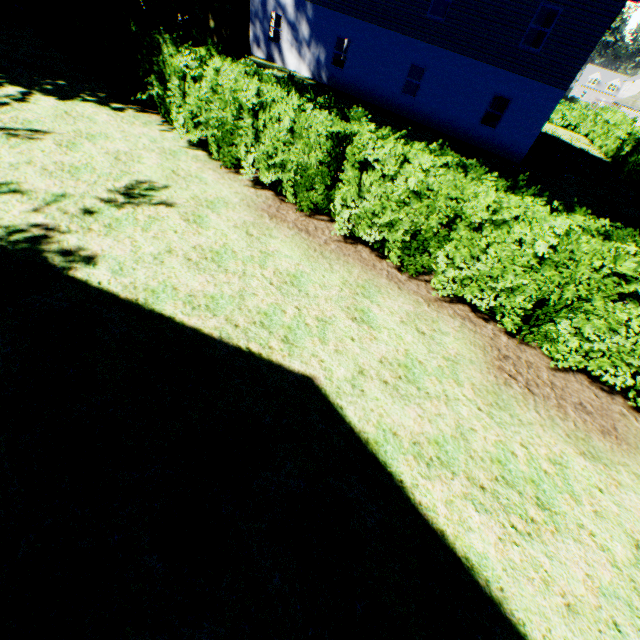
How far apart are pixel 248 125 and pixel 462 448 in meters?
8.1

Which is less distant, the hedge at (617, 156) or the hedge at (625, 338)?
the hedge at (625, 338)

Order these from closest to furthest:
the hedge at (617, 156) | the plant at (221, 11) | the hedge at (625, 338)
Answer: the hedge at (625, 338)
the plant at (221, 11)
the hedge at (617, 156)

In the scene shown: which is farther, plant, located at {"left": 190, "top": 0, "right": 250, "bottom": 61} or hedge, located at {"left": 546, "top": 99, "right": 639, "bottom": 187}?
hedge, located at {"left": 546, "top": 99, "right": 639, "bottom": 187}

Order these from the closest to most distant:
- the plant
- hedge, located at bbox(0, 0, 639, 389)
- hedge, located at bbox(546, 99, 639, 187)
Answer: hedge, located at bbox(0, 0, 639, 389), the plant, hedge, located at bbox(546, 99, 639, 187)

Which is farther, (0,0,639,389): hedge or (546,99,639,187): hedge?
(546,99,639,187): hedge
